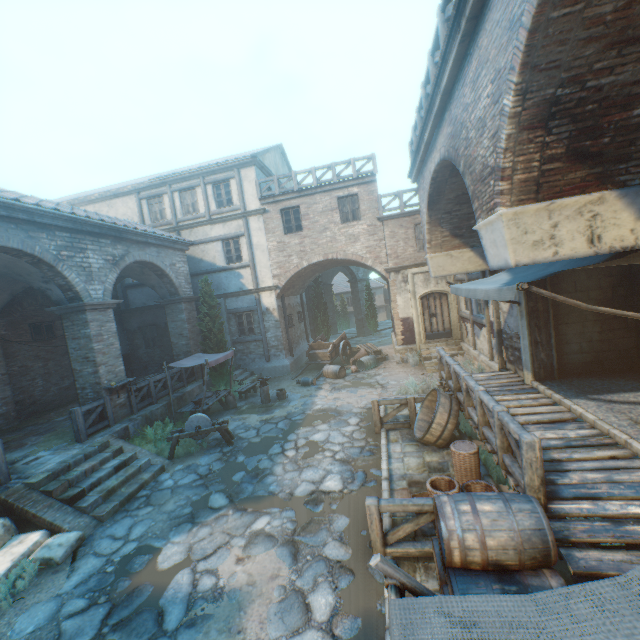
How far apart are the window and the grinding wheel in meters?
8.5 m

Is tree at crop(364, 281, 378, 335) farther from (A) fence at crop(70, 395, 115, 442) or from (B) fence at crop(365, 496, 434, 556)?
(B) fence at crop(365, 496, 434, 556)

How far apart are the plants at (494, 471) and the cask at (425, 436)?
0.59m

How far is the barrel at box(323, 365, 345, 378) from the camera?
15.3 meters

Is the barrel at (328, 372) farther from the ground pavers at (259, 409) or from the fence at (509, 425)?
the fence at (509, 425)

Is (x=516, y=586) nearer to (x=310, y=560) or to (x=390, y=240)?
(x=310, y=560)

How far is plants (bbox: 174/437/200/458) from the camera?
9.5m

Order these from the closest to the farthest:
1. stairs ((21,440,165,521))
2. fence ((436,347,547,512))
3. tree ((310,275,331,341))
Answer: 1. fence ((436,347,547,512))
2. stairs ((21,440,165,521))
3. tree ((310,275,331,341))
